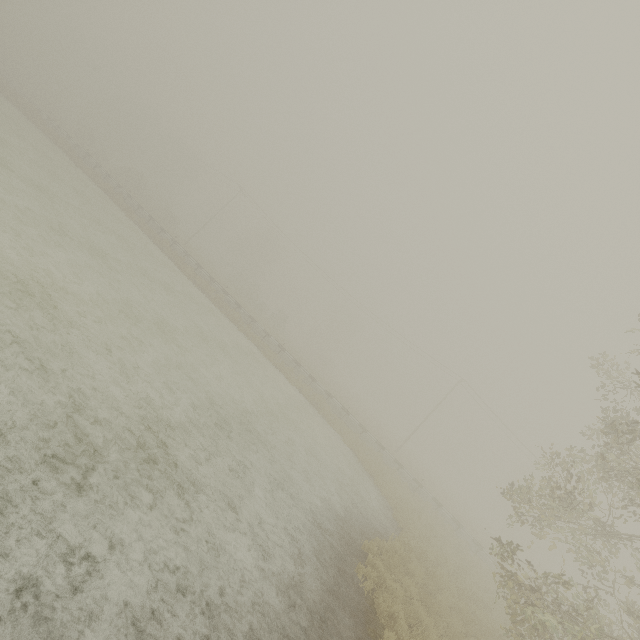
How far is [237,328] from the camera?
26.5m
